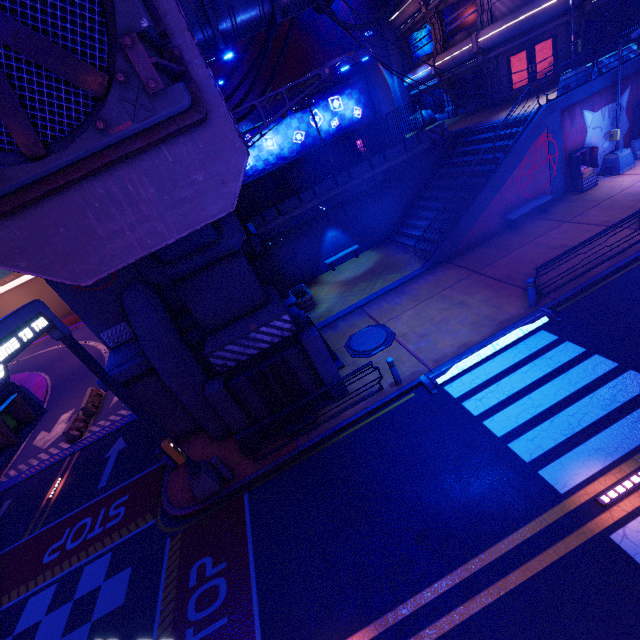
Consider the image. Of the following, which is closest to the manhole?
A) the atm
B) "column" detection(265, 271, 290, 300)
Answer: "column" detection(265, 271, 290, 300)

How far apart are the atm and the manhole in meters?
12.8

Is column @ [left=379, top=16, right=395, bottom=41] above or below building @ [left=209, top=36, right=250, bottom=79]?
below

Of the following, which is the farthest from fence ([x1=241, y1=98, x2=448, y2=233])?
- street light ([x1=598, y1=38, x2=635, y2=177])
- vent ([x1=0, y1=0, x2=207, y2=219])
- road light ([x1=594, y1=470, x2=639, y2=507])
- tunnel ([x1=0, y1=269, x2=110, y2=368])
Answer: road light ([x1=594, y1=470, x2=639, y2=507])

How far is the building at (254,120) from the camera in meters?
23.2 m

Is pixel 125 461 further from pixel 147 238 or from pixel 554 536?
pixel 554 536

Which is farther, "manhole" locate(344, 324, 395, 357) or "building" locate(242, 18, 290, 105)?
"building" locate(242, 18, 290, 105)
